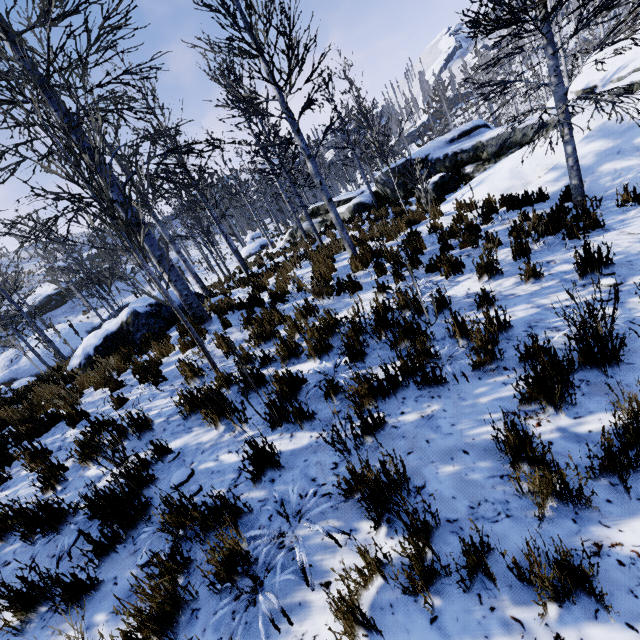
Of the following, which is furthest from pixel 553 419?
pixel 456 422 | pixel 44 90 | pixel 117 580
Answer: pixel 44 90

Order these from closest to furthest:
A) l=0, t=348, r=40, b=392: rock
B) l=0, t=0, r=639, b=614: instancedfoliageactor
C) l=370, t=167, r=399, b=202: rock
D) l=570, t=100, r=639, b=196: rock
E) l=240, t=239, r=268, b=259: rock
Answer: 1. l=0, t=0, r=639, b=614: instancedfoliageactor
2. l=570, t=100, r=639, b=196: rock
3. l=370, t=167, r=399, b=202: rock
4. l=0, t=348, r=40, b=392: rock
5. l=240, t=239, r=268, b=259: rock

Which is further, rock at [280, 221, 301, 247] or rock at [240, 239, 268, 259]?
rock at [240, 239, 268, 259]

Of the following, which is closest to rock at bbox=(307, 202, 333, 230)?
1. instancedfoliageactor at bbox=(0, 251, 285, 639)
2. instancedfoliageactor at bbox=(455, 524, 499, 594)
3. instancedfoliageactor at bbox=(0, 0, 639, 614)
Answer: instancedfoliageactor at bbox=(0, 0, 639, 614)

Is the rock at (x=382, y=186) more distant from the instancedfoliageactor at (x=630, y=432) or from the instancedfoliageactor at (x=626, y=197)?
the instancedfoliageactor at (x=630, y=432)

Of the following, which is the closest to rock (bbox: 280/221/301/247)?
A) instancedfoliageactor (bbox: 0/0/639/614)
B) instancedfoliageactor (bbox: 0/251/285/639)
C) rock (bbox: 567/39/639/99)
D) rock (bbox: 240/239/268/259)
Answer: instancedfoliageactor (bbox: 0/0/639/614)

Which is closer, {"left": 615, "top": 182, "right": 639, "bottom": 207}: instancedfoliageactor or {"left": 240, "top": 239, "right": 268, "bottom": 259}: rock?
{"left": 615, "top": 182, "right": 639, "bottom": 207}: instancedfoliageactor

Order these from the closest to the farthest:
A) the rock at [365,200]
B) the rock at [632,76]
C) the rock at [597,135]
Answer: the rock at [597,135], the rock at [632,76], the rock at [365,200]
